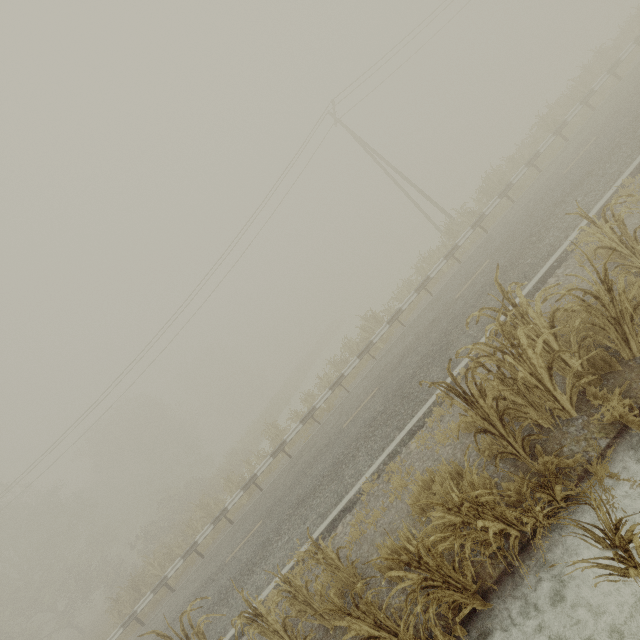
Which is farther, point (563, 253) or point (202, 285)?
point (202, 285)

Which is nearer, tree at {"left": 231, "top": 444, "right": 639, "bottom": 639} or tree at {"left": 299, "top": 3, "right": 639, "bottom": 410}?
tree at {"left": 231, "top": 444, "right": 639, "bottom": 639}

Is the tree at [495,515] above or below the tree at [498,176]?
below

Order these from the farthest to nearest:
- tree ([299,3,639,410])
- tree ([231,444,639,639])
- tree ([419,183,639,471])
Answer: tree ([299,3,639,410]) < tree ([419,183,639,471]) < tree ([231,444,639,639])

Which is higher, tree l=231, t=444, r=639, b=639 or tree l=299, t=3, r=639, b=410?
tree l=299, t=3, r=639, b=410

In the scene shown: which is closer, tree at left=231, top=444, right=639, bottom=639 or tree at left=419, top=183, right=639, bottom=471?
tree at left=231, top=444, right=639, bottom=639

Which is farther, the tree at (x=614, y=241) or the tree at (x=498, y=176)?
the tree at (x=498, y=176)
